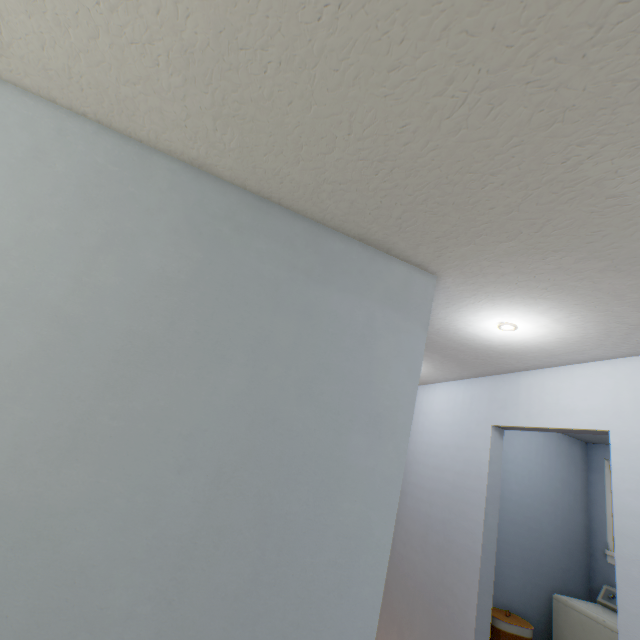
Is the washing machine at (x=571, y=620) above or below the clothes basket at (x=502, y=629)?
above

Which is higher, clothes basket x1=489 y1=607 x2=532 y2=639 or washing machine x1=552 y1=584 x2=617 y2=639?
washing machine x1=552 y1=584 x2=617 y2=639

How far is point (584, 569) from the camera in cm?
337
